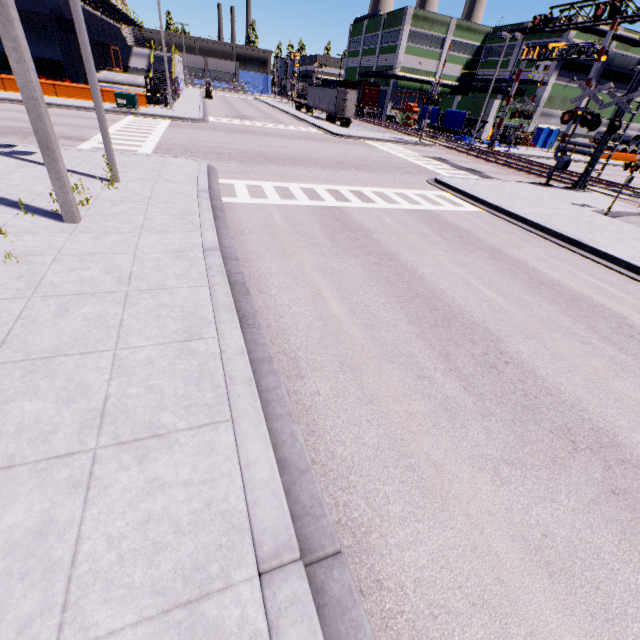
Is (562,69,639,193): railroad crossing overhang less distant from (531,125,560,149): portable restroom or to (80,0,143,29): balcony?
(531,125,560,149): portable restroom

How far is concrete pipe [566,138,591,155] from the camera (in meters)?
48.03

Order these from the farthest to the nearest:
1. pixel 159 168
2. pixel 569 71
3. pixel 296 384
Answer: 1. pixel 569 71
2. pixel 159 168
3. pixel 296 384

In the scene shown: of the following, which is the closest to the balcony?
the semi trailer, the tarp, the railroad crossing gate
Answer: the semi trailer

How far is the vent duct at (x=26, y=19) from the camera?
27.1m

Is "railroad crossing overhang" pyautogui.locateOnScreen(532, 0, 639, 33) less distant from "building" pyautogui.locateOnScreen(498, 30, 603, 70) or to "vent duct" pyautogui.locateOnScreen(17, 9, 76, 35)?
"building" pyautogui.locateOnScreen(498, 30, 603, 70)

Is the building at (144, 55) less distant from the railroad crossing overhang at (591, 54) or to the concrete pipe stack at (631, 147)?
the concrete pipe stack at (631, 147)

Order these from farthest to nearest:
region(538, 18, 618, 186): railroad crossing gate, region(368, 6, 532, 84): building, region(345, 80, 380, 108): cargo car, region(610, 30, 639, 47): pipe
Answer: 1. region(345, 80, 380, 108): cargo car
2. region(368, 6, 532, 84): building
3. region(610, 30, 639, 47): pipe
4. region(538, 18, 618, 186): railroad crossing gate
